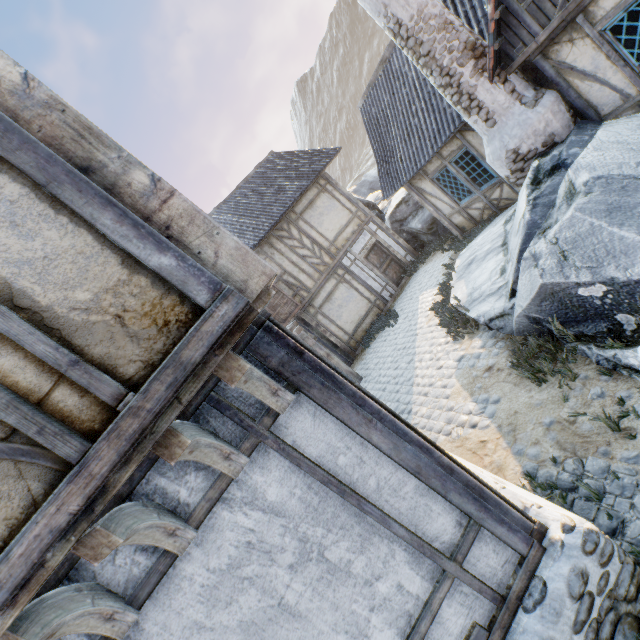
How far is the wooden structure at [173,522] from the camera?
1.51m

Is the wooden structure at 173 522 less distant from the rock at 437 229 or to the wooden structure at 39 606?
the wooden structure at 39 606

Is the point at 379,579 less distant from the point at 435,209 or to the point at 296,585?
the point at 296,585

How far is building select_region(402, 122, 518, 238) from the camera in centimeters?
903cm

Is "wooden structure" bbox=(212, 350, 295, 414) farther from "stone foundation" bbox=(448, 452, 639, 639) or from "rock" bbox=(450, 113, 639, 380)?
"rock" bbox=(450, 113, 639, 380)

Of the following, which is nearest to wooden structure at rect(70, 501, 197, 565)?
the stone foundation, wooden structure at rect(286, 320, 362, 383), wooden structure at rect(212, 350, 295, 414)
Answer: wooden structure at rect(212, 350, 295, 414)

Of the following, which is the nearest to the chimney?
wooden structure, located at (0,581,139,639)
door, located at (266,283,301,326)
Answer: door, located at (266,283,301,326)
